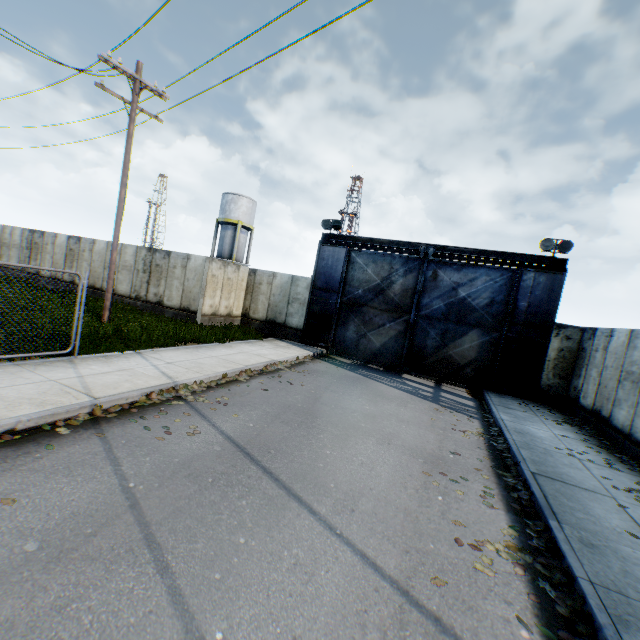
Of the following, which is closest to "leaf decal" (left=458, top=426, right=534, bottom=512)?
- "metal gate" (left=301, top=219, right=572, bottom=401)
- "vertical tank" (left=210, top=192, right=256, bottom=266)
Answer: "metal gate" (left=301, top=219, right=572, bottom=401)

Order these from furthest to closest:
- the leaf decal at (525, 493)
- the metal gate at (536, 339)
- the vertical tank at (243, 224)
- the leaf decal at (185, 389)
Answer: the vertical tank at (243, 224)
the metal gate at (536, 339)
the leaf decal at (185, 389)
the leaf decal at (525, 493)

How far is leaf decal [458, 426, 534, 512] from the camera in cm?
565

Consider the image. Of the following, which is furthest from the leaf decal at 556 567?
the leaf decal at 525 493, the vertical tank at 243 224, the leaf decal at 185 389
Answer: the vertical tank at 243 224

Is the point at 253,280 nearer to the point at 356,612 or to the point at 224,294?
the point at 224,294

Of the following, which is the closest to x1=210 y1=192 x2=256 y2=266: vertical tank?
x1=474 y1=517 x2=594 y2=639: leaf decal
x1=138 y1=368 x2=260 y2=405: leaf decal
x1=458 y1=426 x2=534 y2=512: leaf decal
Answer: x1=138 y1=368 x2=260 y2=405: leaf decal

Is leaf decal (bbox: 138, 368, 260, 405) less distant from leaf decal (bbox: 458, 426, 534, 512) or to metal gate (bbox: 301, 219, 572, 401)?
leaf decal (bbox: 458, 426, 534, 512)

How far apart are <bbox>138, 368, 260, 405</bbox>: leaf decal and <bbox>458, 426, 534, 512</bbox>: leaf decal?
5.36m
